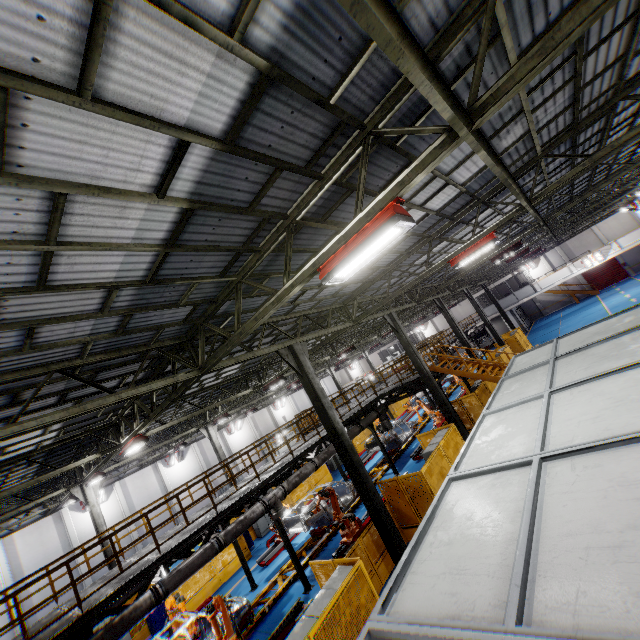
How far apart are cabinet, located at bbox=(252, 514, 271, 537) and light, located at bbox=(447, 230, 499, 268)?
19.00m

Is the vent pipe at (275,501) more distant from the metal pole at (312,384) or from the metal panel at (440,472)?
the metal pole at (312,384)

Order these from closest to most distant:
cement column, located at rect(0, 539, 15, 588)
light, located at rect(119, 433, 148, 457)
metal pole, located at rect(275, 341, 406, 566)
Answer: metal pole, located at rect(275, 341, 406, 566)
light, located at rect(119, 433, 148, 457)
cement column, located at rect(0, 539, 15, 588)

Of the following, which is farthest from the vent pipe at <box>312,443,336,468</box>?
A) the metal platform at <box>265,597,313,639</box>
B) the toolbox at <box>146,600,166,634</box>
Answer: the toolbox at <box>146,600,166,634</box>

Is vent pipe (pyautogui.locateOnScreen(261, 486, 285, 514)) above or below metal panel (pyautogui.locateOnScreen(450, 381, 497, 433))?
above

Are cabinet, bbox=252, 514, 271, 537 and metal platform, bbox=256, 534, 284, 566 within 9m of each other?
yes

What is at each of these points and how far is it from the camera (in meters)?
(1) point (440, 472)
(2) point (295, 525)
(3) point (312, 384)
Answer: (1) metal panel, 11.59
(2) chassis, 15.77
(3) metal pole, 10.49

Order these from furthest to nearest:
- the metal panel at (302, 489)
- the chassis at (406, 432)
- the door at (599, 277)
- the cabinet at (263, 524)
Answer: the door at (599, 277)
the metal panel at (302, 489)
the chassis at (406, 432)
the cabinet at (263, 524)
